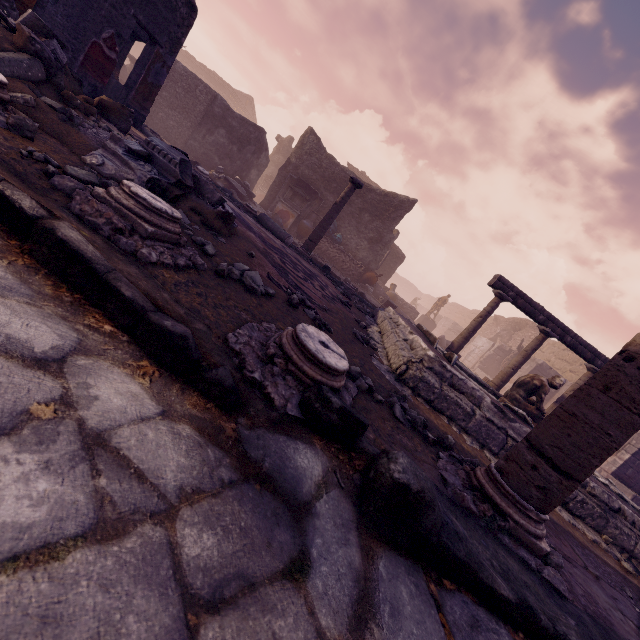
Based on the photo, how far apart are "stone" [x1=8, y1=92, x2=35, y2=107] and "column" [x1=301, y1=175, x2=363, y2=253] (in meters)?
6.30

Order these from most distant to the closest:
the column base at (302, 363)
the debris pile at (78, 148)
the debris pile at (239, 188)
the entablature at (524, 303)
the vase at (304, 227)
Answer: the vase at (304, 227), the debris pile at (239, 188), the entablature at (524, 303), the debris pile at (78, 148), the column base at (302, 363)

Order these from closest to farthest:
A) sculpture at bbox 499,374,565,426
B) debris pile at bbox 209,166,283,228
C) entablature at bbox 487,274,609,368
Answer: sculpture at bbox 499,374,565,426, entablature at bbox 487,274,609,368, debris pile at bbox 209,166,283,228

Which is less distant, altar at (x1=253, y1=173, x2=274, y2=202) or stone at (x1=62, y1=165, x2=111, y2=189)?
stone at (x1=62, y1=165, x2=111, y2=189)

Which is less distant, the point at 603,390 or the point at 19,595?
the point at 19,595

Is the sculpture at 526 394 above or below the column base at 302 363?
above

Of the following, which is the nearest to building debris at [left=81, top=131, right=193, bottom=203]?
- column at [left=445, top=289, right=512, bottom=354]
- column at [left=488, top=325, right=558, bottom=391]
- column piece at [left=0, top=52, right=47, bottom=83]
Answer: column piece at [left=0, top=52, right=47, bottom=83]

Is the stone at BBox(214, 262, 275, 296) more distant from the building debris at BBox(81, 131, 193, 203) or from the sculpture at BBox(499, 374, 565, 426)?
the sculpture at BBox(499, 374, 565, 426)
